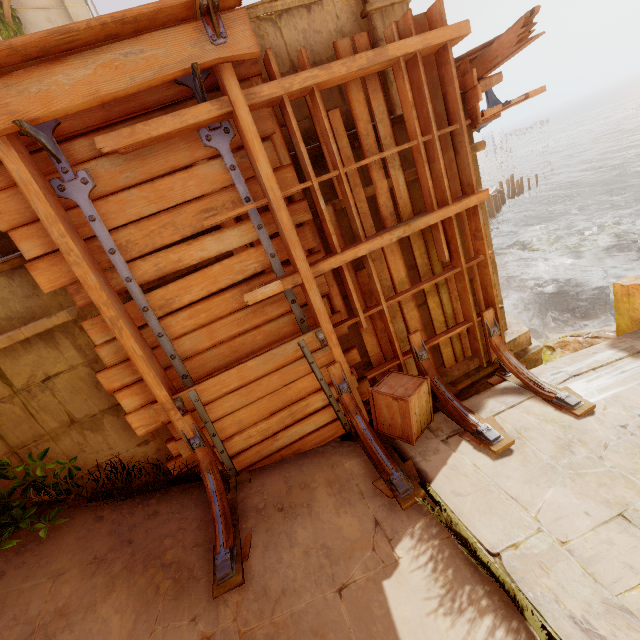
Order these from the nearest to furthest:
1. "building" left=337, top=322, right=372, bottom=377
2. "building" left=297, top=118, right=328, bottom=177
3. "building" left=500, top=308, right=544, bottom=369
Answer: "building" left=297, top=118, right=328, bottom=177
"building" left=337, top=322, right=372, bottom=377
"building" left=500, top=308, right=544, bottom=369

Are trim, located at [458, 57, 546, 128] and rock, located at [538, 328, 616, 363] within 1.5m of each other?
no

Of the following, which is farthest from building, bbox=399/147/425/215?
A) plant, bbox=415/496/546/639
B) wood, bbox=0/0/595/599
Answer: plant, bbox=415/496/546/639

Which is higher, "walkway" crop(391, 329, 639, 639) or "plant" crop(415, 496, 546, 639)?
"plant" crop(415, 496, 546, 639)

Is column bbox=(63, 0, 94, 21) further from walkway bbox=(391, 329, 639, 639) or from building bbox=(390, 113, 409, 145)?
walkway bbox=(391, 329, 639, 639)

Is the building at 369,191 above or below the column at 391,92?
below

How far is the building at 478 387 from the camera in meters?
5.0 m

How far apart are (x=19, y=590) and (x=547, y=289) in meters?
15.9
